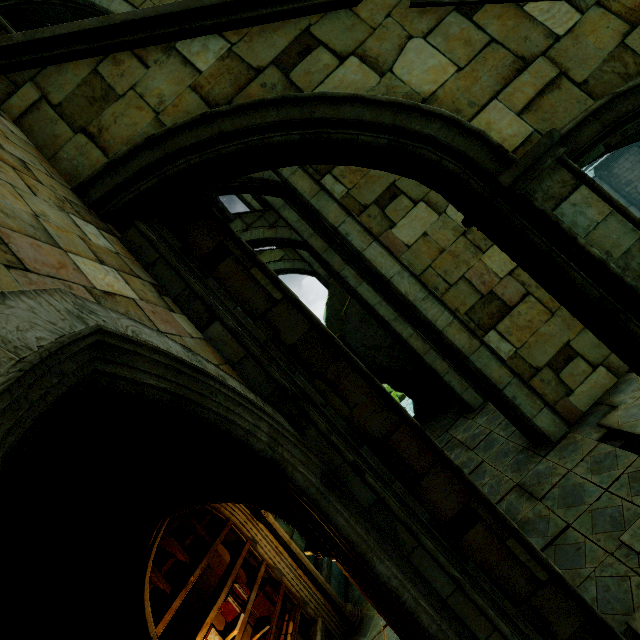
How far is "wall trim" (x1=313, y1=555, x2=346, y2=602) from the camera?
8.2m

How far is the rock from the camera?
13.4m

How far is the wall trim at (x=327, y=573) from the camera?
8.2m

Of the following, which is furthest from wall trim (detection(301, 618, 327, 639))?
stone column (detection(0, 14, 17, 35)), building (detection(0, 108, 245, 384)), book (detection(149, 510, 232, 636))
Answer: stone column (detection(0, 14, 17, 35))

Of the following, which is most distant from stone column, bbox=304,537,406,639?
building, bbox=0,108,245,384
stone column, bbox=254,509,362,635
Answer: stone column, bbox=254,509,362,635

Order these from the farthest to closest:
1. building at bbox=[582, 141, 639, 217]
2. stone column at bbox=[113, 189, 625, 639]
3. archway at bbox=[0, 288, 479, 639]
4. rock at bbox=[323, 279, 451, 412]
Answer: building at bbox=[582, 141, 639, 217] < rock at bbox=[323, 279, 451, 412] < stone column at bbox=[113, 189, 625, 639] < archway at bbox=[0, 288, 479, 639]

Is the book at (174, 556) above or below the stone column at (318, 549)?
above

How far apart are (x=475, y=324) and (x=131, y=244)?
6.8 meters
